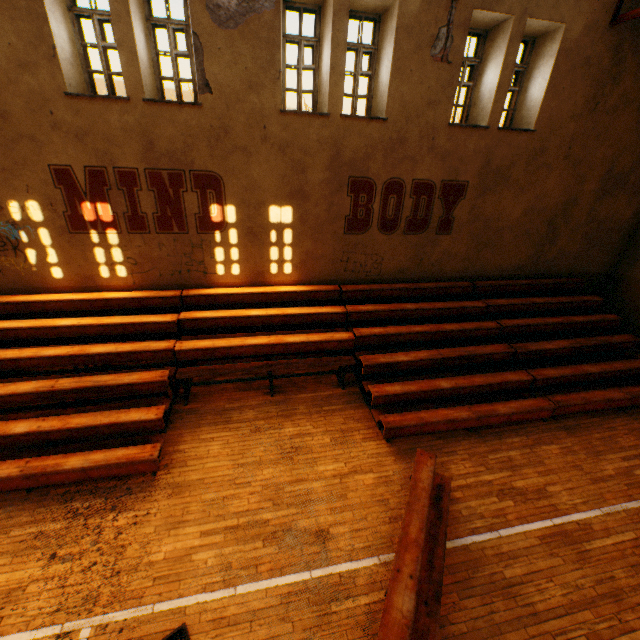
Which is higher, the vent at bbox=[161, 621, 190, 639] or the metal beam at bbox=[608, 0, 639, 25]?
the metal beam at bbox=[608, 0, 639, 25]

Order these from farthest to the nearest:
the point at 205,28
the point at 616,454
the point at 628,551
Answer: the point at 616,454, the point at 205,28, the point at 628,551

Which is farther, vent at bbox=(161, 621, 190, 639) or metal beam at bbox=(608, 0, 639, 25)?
metal beam at bbox=(608, 0, 639, 25)

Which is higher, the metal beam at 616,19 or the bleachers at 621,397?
the metal beam at 616,19

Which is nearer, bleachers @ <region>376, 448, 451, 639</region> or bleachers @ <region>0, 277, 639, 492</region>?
bleachers @ <region>376, 448, 451, 639</region>

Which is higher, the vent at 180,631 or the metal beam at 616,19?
the metal beam at 616,19

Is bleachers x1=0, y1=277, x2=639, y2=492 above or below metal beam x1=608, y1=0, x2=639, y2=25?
below

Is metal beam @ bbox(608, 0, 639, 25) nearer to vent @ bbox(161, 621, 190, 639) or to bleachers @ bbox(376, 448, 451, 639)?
bleachers @ bbox(376, 448, 451, 639)
